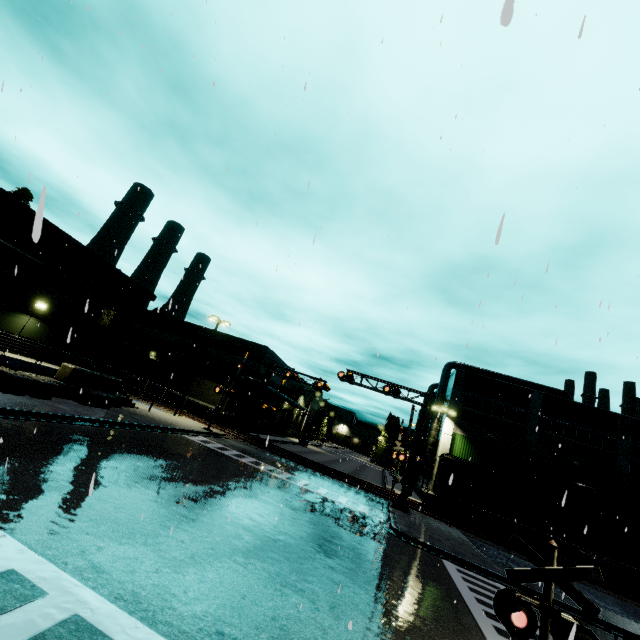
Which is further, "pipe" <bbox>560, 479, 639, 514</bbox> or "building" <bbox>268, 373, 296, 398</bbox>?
"building" <bbox>268, 373, 296, 398</bbox>

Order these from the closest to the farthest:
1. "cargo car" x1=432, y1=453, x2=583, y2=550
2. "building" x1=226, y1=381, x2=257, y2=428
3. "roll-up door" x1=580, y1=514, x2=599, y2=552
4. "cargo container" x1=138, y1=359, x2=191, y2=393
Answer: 1. "cargo car" x1=432, y1=453, x2=583, y2=550
2. "roll-up door" x1=580, y1=514, x2=599, y2=552
3. "cargo container" x1=138, y1=359, x2=191, y2=393
4. "building" x1=226, y1=381, x2=257, y2=428

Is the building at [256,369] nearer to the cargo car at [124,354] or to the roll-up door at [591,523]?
A: the roll-up door at [591,523]

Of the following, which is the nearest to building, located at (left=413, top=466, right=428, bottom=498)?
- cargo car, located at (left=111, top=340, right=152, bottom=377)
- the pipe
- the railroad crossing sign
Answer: the pipe

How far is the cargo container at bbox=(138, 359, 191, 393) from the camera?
37.8 meters

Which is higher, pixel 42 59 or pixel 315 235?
pixel 42 59

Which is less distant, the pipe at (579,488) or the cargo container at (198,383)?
the pipe at (579,488)

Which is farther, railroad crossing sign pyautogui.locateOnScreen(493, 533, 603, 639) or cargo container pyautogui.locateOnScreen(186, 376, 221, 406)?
cargo container pyautogui.locateOnScreen(186, 376, 221, 406)
